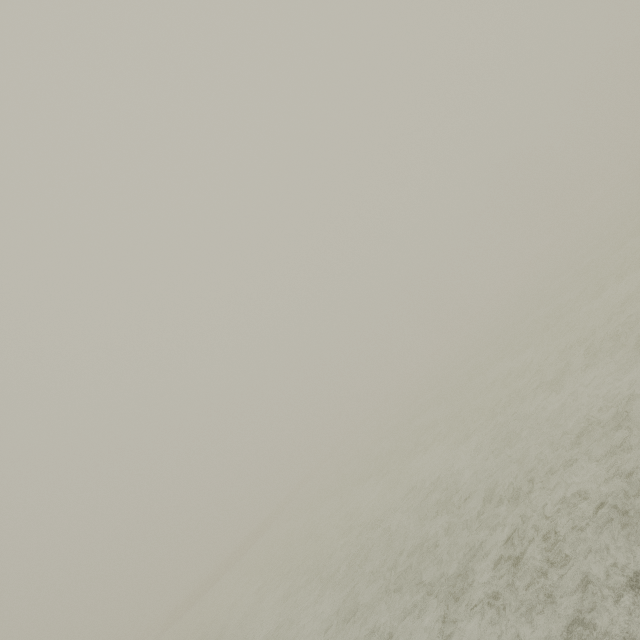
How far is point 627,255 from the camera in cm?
1241
